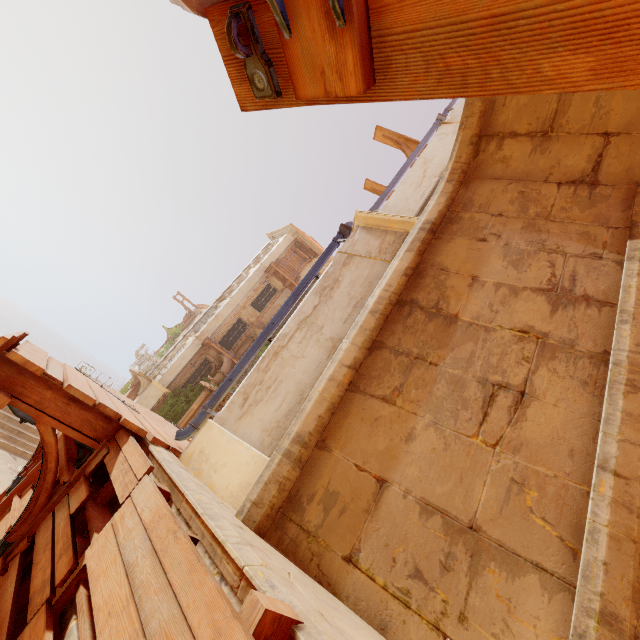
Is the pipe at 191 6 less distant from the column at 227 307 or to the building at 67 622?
the building at 67 622

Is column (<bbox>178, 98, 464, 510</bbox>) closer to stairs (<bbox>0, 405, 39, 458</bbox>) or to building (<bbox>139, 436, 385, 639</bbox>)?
building (<bbox>139, 436, 385, 639</bbox>)

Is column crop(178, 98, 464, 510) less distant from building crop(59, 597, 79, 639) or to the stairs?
building crop(59, 597, 79, 639)

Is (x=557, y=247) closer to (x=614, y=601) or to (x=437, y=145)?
(x=614, y=601)

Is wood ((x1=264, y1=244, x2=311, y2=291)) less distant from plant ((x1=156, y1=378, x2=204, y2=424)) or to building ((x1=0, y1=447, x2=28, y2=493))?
plant ((x1=156, y1=378, x2=204, y2=424))

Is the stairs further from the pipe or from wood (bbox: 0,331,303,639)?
the pipe

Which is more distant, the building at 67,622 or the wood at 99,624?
the building at 67,622

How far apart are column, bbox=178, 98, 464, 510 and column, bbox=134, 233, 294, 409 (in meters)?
18.35
